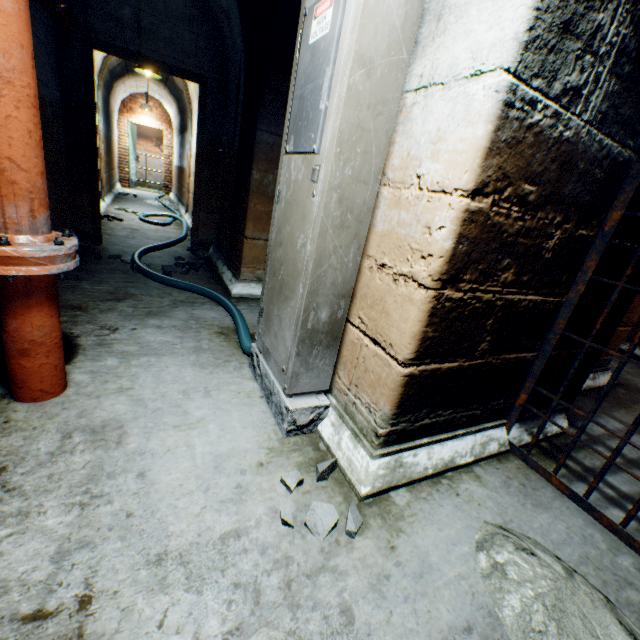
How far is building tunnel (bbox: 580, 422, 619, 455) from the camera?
2.1m

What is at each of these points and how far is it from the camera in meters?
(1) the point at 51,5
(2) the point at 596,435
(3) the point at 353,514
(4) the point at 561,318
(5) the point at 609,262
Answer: (1) pipe end, 2.5 m
(2) building tunnel, 2.3 m
(3) rock, 1.3 m
(4) gate, 1.6 m
(5) building tunnel, 1.7 m

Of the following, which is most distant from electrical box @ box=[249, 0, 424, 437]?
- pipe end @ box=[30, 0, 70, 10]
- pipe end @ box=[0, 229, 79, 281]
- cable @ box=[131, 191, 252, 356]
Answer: pipe end @ box=[30, 0, 70, 10]

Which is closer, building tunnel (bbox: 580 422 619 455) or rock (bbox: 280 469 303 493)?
rock (bbox: 280 469 303 493)

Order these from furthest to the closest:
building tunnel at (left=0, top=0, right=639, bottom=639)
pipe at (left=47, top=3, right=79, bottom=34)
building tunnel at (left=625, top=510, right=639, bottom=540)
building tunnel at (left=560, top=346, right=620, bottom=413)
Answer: pipe at (left=47, top=3, right=79, bottom=34) < building tunnel at (left=560, top=346, right=620, bottom=413) < building tunnel at (left=625, top=510, right=639, bottom=540) < building tunnel at (left=0, top=0, right=639, bottom=639)

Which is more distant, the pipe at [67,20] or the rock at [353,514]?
the pipe at [67,20]

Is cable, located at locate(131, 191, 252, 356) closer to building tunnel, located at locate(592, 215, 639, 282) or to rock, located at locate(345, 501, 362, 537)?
building tunnel, located at locate(592, 215, 639, 282)

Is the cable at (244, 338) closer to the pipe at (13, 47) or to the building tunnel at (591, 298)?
the building tunnel at (591, 298)
